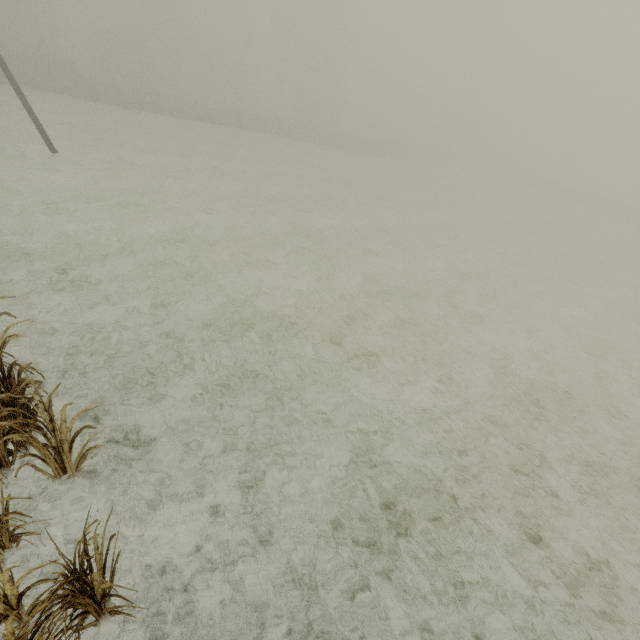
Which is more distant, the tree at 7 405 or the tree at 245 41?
the tree at 245 41

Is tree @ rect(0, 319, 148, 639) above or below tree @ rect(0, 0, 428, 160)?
below

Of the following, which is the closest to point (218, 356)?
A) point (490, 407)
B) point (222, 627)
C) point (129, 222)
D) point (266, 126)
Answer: point (222, 627)

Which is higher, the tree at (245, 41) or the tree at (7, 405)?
the tree at (245, 41)

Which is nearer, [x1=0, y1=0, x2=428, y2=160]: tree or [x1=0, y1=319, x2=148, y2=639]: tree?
[x1=0, y1=319, x2=148, y2=639]: tree
